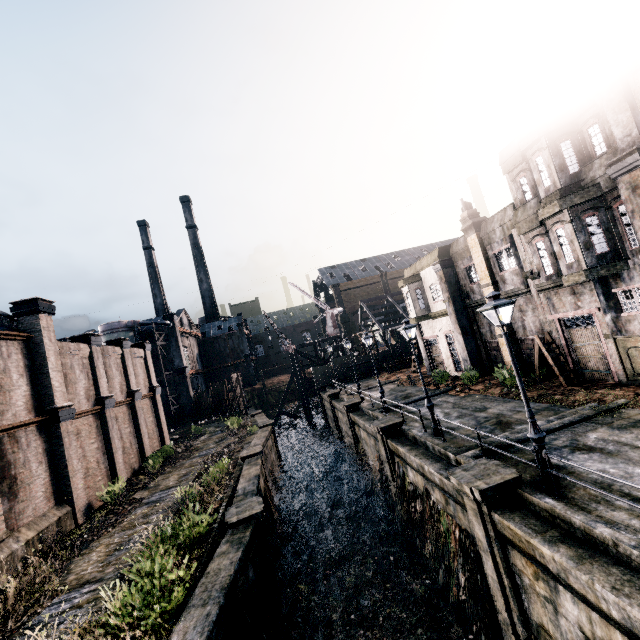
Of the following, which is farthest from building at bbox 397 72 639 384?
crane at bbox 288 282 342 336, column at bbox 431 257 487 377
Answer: crane at bbox 288 282 342 336

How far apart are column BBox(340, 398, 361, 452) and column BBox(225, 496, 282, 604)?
13.4 meters

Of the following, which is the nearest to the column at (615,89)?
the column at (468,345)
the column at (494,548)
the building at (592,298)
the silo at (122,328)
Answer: the building at (592,298)

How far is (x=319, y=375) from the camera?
45.25m

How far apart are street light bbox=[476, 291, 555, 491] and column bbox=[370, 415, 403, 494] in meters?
8.9 m

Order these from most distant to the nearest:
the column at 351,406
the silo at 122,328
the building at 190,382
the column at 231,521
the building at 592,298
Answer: the building at 190,382, the silo at 122,328, the column at 351,406, the building at 592,298, the column at 231,521

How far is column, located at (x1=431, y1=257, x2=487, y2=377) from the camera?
24.7m

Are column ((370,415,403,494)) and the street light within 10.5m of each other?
yes
